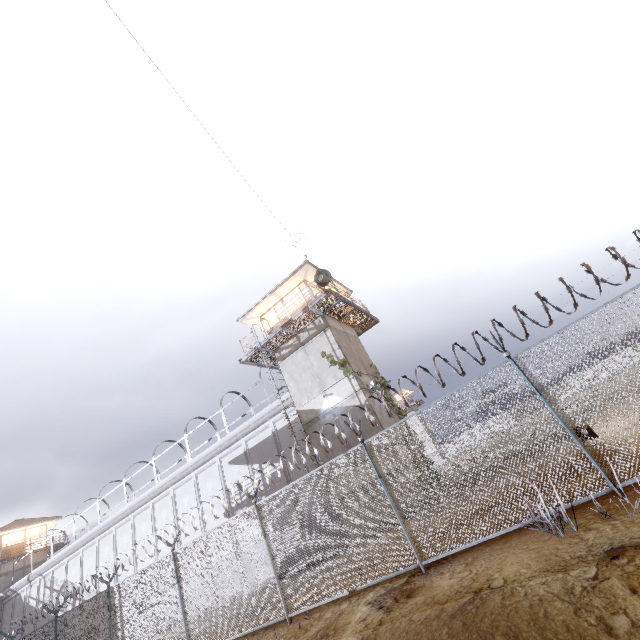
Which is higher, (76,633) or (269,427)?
(269,427)

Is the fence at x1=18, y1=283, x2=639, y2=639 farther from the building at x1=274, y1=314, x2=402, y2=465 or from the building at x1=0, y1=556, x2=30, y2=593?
the building at x1=0, y1=556, x2=30, y2=593

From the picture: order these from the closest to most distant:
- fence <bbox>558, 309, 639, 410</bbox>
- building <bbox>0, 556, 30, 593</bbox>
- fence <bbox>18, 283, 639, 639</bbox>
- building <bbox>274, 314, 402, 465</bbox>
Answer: fence <bbox>558, 309, 639, 410</bbox> < fence <bbox>18, 283, 639, 639</bbox> < building <bbox>274, 314, 402, 465</bbox> < building <bbox>0, 556, 30, 593</bbox>

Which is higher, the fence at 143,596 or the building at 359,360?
the building at 359,360

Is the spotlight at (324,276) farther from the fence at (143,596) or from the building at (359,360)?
the fence at (143,596)

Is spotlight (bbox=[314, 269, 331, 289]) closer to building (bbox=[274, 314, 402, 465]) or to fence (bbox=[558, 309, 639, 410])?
building (bbox=[274, 314, 402, 465])

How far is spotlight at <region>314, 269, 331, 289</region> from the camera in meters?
17.0
